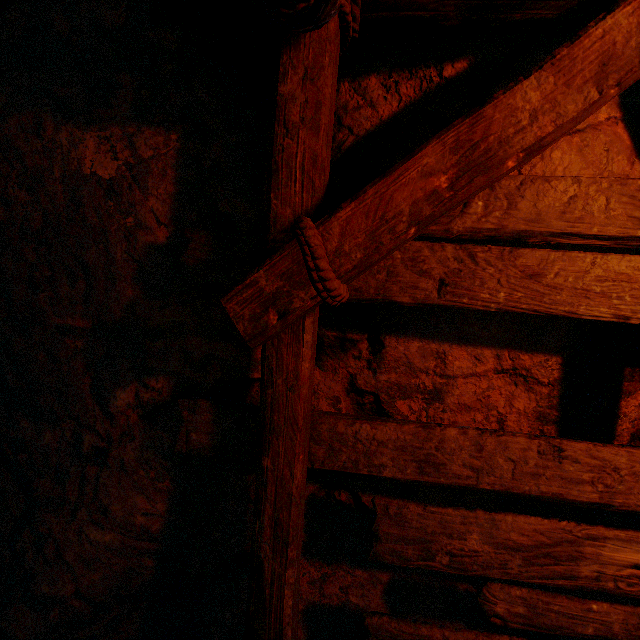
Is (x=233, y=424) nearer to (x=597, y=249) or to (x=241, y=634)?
(x=241, y=634)
